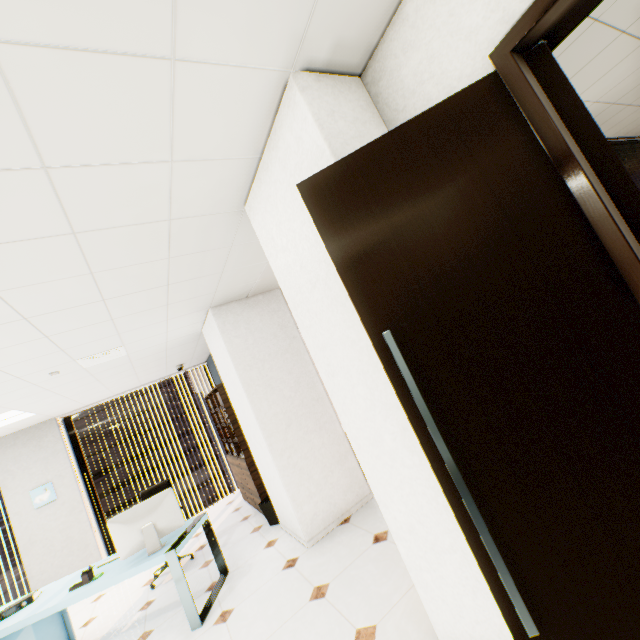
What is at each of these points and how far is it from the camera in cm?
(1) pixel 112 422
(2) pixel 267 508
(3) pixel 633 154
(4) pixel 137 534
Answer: (1) building, 5294
(2) trash can, 461
(3) blinds, 514
(4) monitor, 336

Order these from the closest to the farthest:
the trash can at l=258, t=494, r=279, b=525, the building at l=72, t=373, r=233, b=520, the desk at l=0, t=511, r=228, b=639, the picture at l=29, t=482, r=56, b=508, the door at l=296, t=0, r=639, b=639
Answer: the door at l=296, t=0, r=639, b=639 → the desk at l=0, t=511, r=228, b=639 → the trash can at l=258, t=494, r=279, b=525 → the picture at l=29, t=482, r=56, b=508 → the building at l=72, t=373, r=233, b=520

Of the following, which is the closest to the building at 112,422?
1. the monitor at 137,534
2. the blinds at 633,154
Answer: the monitor at 137,534

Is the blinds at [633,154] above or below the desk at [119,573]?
above

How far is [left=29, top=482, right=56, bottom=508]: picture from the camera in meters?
5.6

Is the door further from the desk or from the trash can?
the trash can

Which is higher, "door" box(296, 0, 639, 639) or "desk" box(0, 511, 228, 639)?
"door" box(296, 0, 639, 639)

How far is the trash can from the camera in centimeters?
457cm
